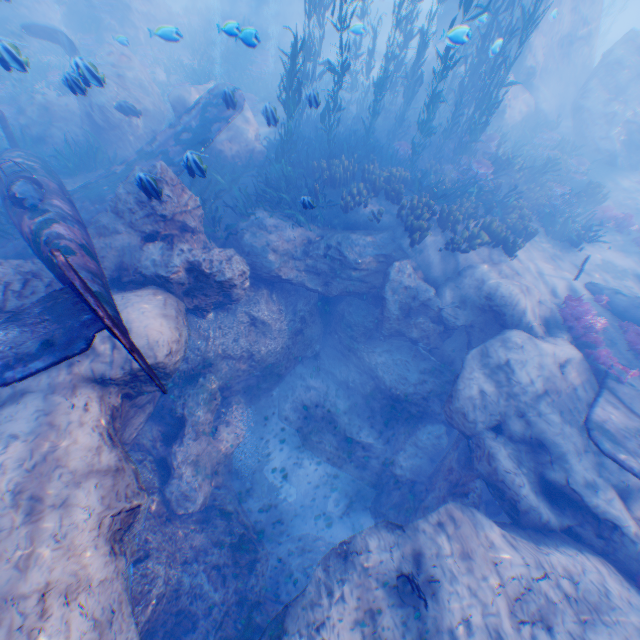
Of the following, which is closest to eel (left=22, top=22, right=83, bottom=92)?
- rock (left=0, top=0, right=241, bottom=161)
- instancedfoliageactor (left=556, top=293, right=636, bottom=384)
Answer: rock (left=0, top=0, right=241, bottom=161)

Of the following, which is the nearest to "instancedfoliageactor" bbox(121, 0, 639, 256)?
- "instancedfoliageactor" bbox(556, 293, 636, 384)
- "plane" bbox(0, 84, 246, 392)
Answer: "plane" bbox(0, 84, 246, 392)

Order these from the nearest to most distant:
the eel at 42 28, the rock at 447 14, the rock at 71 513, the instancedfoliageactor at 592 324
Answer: the rock at 71 513 → the eel at 42 28 → the instancedfoliageactor at 592 324 → the rock at 447 14

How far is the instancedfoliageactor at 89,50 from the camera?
6.7 meters

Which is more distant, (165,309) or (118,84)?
(118,84)

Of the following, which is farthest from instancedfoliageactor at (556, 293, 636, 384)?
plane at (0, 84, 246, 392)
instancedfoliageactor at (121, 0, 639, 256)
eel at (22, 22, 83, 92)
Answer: eel at (22, 22, 83, 92)

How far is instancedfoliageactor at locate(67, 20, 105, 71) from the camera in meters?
6.7 m
